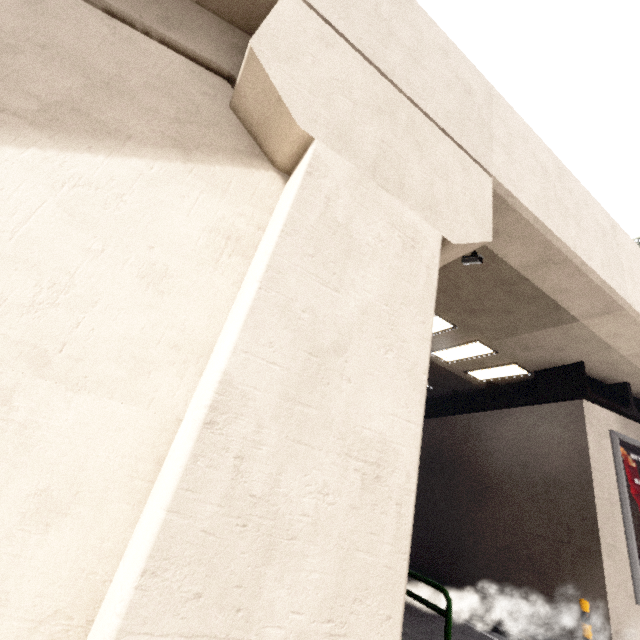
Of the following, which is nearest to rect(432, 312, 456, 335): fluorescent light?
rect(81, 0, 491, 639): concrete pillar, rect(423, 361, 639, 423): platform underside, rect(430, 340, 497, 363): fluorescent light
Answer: rect(430, 340, 497, 363): fluorescent light

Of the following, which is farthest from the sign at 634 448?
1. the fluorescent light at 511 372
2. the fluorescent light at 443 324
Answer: the fluorescent light at 443 324

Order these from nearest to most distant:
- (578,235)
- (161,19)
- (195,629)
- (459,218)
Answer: (195,629)
(161,19)
(459,218)
(578,235)

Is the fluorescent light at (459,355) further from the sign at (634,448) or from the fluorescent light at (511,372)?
the sign at (634,448)

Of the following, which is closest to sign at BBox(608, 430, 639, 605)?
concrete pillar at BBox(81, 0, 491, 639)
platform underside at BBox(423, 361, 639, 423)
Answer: platform underside at BBox(423, 361, 639, 423)

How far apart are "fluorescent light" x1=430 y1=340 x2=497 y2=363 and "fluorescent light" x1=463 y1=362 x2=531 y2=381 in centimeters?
92cm

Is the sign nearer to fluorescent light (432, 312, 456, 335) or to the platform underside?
the platform underside

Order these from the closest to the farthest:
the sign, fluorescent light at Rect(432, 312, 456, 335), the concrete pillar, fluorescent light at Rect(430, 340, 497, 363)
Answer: the concrete pillar → the sign → fluorescent light at Rect(432, 312, 456, 335) → fluorescent light at Rect(430, 340, 497, 363)
